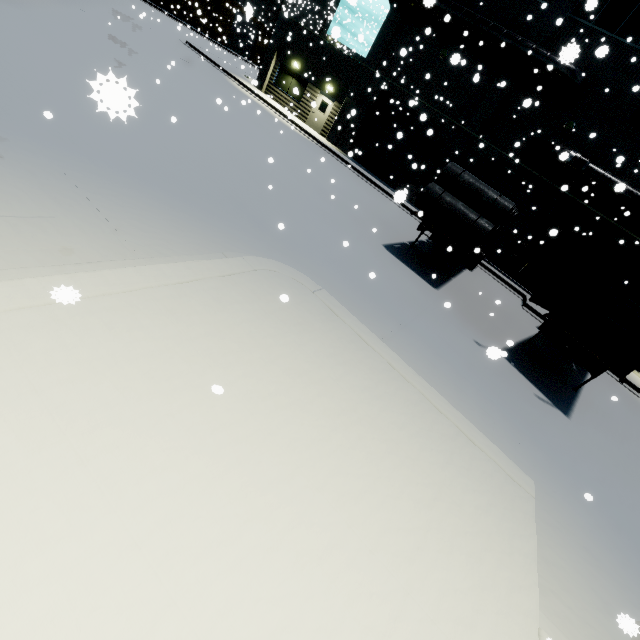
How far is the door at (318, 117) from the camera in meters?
22.7

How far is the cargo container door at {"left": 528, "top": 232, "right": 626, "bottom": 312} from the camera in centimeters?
693cm

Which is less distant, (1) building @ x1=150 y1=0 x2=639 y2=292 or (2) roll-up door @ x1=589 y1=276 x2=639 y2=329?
(1) building @ x1=150 y1=0 x2=639 y2=292

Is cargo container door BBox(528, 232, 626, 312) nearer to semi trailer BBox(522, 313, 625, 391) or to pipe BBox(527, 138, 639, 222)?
semi trailer BBox(522, 313, 625, 391)

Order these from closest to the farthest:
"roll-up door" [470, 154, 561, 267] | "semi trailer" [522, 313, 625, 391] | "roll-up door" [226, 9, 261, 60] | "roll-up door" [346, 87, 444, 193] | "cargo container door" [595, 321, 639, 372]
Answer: "cargo container door" [595, 321, 639, 372]
"semi trailer" [522, 313, 625, 391]
"roll-up door" [470, 154, 561, 267]
"roll-up door" [346, 87, 444, 193]
"roll-up door" [226, 9, 261, 60]

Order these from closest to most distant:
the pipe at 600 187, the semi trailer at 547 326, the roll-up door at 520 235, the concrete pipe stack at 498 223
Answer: the semi trailer at 547 326 < the concrete pipe stack at 498 223 < the pipe at 600 187 < the roll-up door at 520 235

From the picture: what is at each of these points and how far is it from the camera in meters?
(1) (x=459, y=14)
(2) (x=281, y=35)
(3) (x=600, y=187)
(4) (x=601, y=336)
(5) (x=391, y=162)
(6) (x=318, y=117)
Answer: (1) vent duct, 16.8
(2) building, 23.2
(3) pipe, 15.4
(4) cargo container, 9.6
(5) roll-up door, 21.8
(6) door, 23.4

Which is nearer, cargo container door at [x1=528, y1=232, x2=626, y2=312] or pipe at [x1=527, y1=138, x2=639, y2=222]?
cargo container door at [x1=528, y1=232, x2=626, y2=312]
